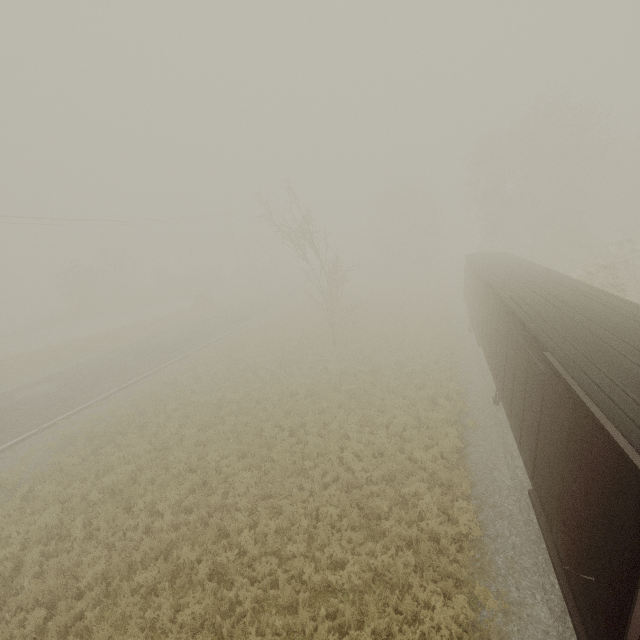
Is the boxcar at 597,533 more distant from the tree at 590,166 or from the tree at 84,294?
the tree at 84,294

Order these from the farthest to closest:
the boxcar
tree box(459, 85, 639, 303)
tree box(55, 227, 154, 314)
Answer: tree box(55, 227, 154, 314)
tree box(459, 85, 639, 303)
the boxcar

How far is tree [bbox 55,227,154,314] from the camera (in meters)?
41.06

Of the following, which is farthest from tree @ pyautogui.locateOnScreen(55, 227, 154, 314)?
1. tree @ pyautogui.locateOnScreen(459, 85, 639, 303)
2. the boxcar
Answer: tree @ pyautogui.locateOnScreen(459, 85, 639, 303)

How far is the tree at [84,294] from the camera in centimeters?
4106cm

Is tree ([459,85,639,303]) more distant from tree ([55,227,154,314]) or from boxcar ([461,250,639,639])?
tree ([55,227,154,314])

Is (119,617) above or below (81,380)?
below
